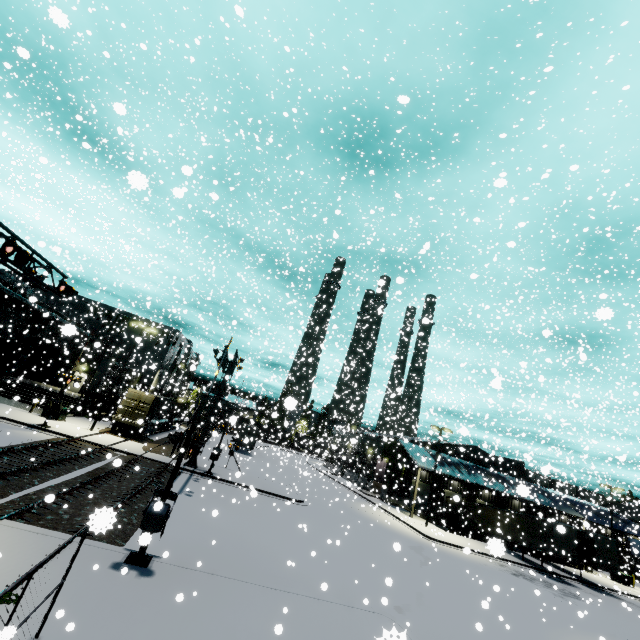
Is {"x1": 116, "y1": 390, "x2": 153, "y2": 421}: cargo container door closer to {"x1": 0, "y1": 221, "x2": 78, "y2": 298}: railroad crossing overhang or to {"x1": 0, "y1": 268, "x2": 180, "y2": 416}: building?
{"x1": 0, "y1": 268, "x2": 180, "y2": 416}: building

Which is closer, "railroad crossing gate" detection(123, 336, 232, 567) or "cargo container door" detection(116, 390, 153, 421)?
"railroad crossing gate" detection(123, 336, 232, 567)

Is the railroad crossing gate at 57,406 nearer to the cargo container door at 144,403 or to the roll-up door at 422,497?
the roll-up door at 422,497

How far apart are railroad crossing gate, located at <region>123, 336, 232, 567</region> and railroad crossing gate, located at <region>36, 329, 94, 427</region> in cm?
1363

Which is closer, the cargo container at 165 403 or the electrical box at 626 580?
the cargo container at 165 403

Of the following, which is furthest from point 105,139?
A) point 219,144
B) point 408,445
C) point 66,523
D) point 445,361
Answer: point 445,361

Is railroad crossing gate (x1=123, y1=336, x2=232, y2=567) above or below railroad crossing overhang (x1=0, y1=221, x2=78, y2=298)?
below

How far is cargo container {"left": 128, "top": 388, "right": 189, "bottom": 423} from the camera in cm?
3058
